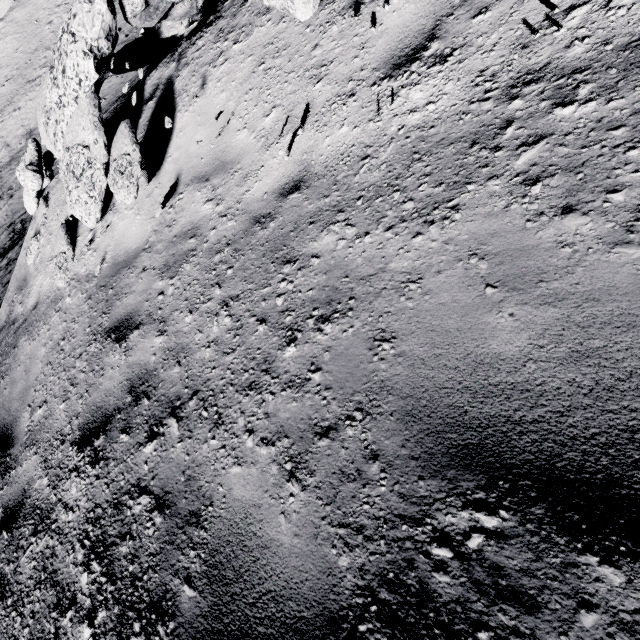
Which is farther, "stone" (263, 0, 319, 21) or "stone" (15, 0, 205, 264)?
"stone" (15, 0, 205, 264)

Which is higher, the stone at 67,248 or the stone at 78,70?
the stone at 78,70

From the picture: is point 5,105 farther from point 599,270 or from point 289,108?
point 599,270

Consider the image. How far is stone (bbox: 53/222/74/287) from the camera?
5.0 meters

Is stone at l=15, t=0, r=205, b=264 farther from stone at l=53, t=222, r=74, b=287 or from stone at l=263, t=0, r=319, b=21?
stone at l=263, t=0, r=319, b=21

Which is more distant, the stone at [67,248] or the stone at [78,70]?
the stone at [67,248]
